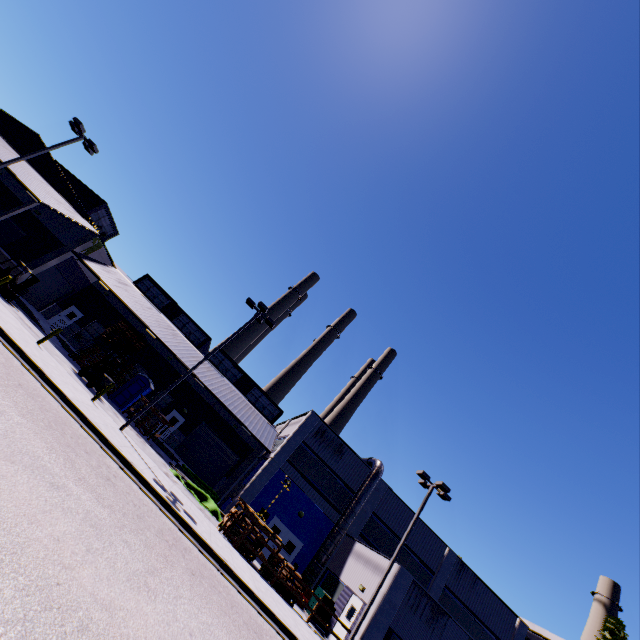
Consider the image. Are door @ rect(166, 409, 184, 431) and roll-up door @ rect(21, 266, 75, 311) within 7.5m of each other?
no

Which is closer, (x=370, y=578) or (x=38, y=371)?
(x=38, y=371)

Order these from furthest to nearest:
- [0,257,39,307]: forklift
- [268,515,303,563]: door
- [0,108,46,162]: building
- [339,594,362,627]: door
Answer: [0,108,46,162]: building < [268,515,303,563]: door < [0,257,39,307]: forklift < [339,594,362,627]: door

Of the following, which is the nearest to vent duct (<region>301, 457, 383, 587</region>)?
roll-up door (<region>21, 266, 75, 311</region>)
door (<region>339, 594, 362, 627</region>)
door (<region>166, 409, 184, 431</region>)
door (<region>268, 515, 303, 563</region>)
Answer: door (<region>268, 515, 303, 563</region>)

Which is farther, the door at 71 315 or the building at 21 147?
the door at 71 315

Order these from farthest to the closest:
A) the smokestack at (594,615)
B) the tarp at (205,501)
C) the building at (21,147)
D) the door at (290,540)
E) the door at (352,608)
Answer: the smokestack at (594,615) → the building at (21,147) → the door at (290,540) → the tarp at (205,501) → the door at (352,608)

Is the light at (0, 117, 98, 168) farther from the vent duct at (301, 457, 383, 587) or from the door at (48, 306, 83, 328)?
the vent duct at (301, 457, 383, 587)

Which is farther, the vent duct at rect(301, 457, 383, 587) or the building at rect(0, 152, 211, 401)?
the building at rect(0, 152, 211, 401)
